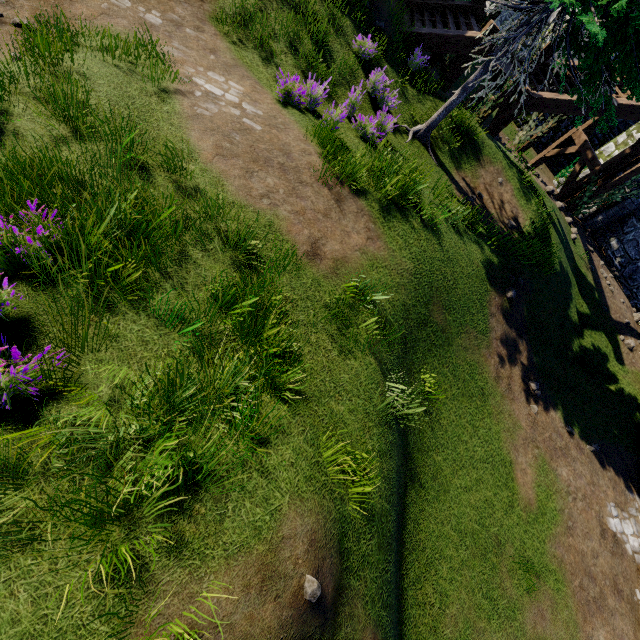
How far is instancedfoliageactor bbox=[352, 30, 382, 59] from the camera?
8.6m

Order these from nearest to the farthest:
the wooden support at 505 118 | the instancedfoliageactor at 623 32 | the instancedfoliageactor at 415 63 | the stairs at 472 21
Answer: the instancedfoliageactor at 623 32
the instancedfoliageactor at 415 63
the stairs at 472 21
the wooden support at 505 118

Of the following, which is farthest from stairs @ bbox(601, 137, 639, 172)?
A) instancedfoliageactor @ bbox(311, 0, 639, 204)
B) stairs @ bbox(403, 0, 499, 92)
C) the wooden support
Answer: instancedfoliageactor @ bbox(311, 0, 639, 204)

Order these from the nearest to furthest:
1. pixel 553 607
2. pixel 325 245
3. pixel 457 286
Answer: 1. pixel 325 245
2. pixel 553 607
3. pixel 457 286

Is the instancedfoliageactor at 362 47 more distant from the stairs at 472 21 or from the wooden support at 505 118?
the wooden support at 505 118

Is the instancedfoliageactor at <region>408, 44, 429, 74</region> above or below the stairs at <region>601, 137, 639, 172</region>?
below

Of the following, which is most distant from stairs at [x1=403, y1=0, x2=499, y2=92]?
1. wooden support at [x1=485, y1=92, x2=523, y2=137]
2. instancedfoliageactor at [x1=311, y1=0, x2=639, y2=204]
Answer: instancedfoliageactor at [x1=311, y1=0, x2=639, y2=204]

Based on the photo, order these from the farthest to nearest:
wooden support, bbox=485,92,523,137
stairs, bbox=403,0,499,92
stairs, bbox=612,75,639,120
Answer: wooden support, bbox=485,92,523,137 < stairs, bbox=612,75,639,120 < stairs, bbox=403,0,499,92
